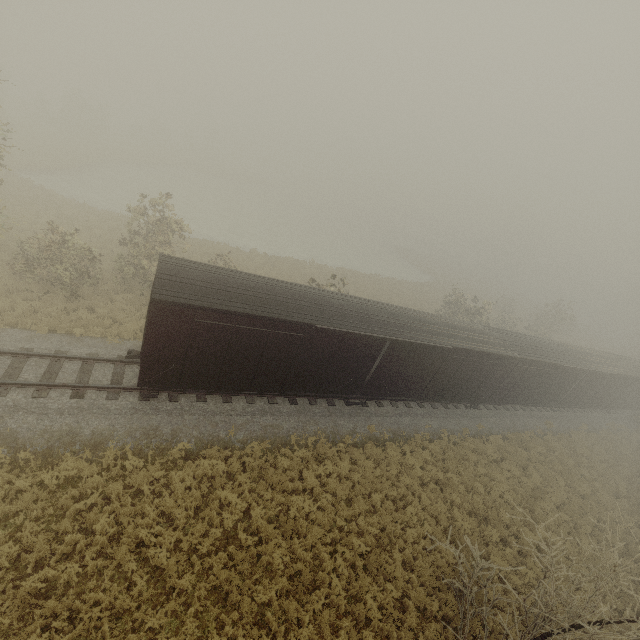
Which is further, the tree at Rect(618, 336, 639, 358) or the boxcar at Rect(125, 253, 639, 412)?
the tree at Rect(618, 336, 639, 358)

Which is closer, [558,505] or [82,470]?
[82,470]

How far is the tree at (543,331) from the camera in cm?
3634

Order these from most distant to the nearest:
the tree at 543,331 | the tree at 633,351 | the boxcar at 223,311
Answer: the tree at 633,351
the tree at 543,331
the boxcar at 223,311

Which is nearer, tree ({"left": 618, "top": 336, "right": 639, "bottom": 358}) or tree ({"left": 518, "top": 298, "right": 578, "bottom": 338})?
tree ({"left": 518, "top": 298, "right": 578, "bottom": 338})

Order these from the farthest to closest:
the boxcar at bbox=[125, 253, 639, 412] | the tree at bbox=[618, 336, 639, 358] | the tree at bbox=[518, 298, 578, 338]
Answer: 1. the tree at bbox=[618, 336, 639, 358]
2. the tree at bbox=[518, 298, 578, 338]
3. the boxcar at bbox=[125, 253, 639, 412]

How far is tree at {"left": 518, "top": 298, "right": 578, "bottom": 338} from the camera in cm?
3634
